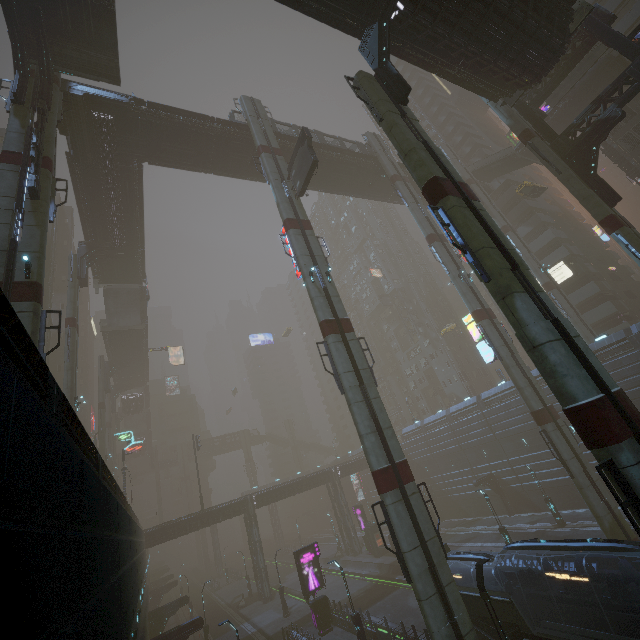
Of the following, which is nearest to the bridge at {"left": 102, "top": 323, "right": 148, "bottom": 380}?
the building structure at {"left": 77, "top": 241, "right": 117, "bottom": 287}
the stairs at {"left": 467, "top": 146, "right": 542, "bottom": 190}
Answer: the building structure at {"left": 77, "top": 241, "right": 117, "bottom": 287}

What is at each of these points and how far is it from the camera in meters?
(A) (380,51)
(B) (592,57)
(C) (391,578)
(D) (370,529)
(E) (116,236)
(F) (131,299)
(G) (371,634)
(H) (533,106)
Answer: (A) building structure, 15.2
(B) stairs, 28.5
(C) train rail, 34.0
(D) building, 42.5
(E) building, 35.3
(F) stairs, 45.2
(G) building, 22.3
(H) building structure, 26.0

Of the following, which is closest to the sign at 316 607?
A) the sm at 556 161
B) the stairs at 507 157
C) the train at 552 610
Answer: the train at 552 610

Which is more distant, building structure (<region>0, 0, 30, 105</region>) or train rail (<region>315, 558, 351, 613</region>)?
train rail (<region>315, 558, 351, 613</region>)

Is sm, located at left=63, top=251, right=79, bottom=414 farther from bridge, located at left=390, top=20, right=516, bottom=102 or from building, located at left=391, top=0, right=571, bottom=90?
bridge, located at left=390, top=20, right=516, bottom=102

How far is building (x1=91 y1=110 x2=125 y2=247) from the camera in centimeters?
2601cm

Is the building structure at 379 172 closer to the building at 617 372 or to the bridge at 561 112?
the building at 617 372

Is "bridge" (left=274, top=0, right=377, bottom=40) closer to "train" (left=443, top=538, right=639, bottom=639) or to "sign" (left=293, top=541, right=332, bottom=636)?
"train" (left=443, top=538, right=639, bottom=639)
